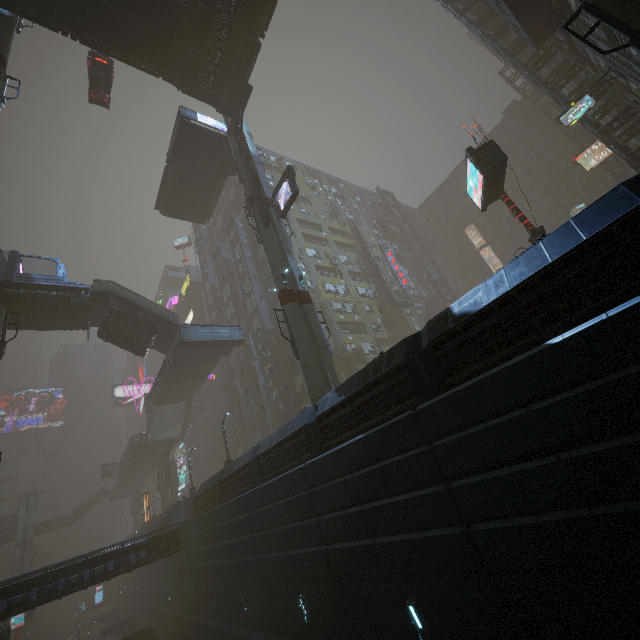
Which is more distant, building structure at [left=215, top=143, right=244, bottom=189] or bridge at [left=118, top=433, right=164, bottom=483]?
bridge at [left=118, top=433, right=164, bottom=483]

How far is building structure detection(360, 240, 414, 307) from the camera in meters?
45.8

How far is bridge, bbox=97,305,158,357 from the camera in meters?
26.5 m

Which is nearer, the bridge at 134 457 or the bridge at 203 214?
the bridge at 203 214

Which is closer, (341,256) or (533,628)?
(533,628)

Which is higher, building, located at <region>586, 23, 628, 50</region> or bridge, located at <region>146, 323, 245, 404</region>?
building, located at <region>586, 23, 628, 50</region>

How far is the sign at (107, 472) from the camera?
57.97m

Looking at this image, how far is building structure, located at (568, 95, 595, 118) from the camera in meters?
24.5
